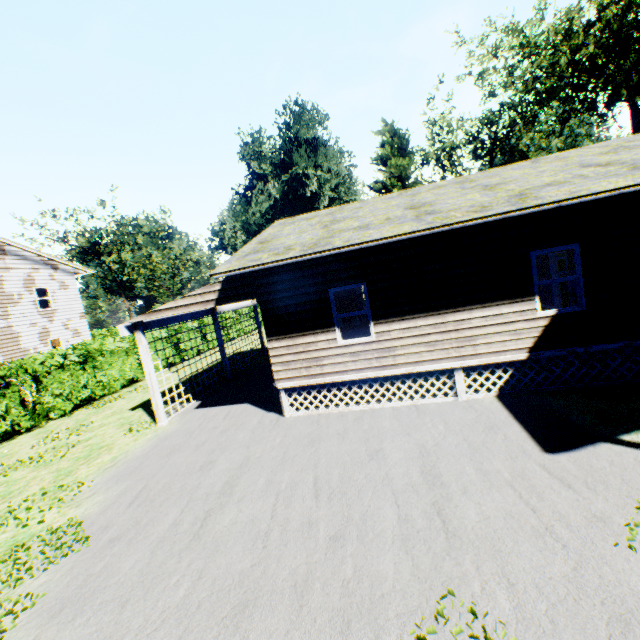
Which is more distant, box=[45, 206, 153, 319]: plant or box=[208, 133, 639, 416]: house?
box=[45, 206, 153, 319]: plant

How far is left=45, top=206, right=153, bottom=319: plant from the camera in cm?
4181

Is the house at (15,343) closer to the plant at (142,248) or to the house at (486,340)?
the plant at (142,248)

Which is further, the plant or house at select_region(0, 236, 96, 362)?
the plant

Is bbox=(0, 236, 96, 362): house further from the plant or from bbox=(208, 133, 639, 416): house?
bbox=(208, 133, 639, 416): house

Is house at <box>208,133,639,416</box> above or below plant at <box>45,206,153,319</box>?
below

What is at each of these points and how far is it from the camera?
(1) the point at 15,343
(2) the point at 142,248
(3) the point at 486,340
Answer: (1) house, 19.44m
(2) plant, 49.44m
(3) house, 8.19m
